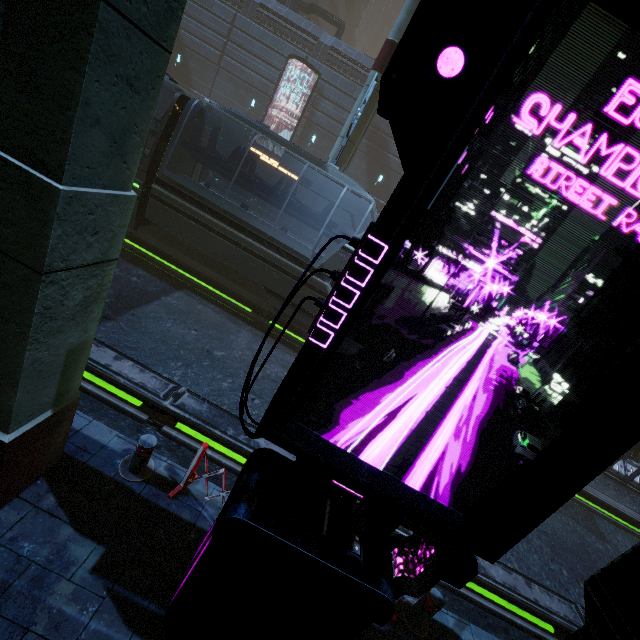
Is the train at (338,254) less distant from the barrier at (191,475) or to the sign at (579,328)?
the barrier at (191,475)

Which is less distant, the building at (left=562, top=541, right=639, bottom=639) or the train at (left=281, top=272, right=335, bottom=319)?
the building at (left=562, top=541, right=639, bottom=639)

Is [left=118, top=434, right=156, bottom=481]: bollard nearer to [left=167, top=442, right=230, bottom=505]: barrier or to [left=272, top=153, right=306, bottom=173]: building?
[left=167, top=442, right=230, bottom=505]: barrier

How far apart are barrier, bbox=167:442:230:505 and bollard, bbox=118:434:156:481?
0.4 meters

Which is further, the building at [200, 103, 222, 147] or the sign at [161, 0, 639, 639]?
the building at [200, 103, 222, 147]

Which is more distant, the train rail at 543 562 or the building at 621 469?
the building at 621 469

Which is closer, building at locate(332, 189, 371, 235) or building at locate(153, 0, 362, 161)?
building at locate(153, 0, 362, 161)

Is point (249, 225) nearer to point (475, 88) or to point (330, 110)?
point (475, 88)
